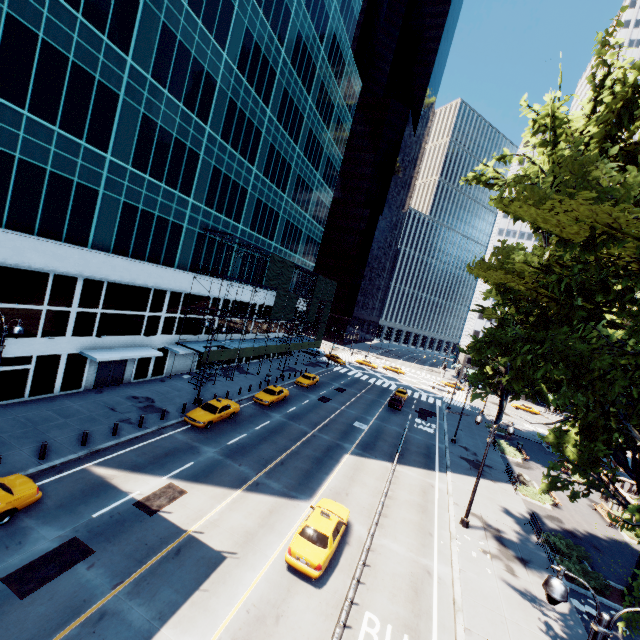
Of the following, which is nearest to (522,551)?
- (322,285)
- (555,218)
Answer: (555,218)

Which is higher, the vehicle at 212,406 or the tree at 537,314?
the tree at 537,314

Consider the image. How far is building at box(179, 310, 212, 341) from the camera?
33.62m

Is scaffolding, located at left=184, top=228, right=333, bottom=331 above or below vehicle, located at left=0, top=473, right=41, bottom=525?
above

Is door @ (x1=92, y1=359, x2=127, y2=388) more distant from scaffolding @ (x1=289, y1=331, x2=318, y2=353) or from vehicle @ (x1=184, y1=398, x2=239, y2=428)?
vehicle @ (x1=184, y1=398, x2=239, y2=428)

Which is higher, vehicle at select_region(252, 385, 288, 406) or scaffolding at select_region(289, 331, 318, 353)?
scaffolding at select_region(289, 331, 318, 353)

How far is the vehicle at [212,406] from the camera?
24.2m

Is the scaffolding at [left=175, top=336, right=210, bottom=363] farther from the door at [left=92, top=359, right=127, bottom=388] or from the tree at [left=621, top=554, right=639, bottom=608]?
the tree at [left=621, top=554, right=639, bottom=608]
